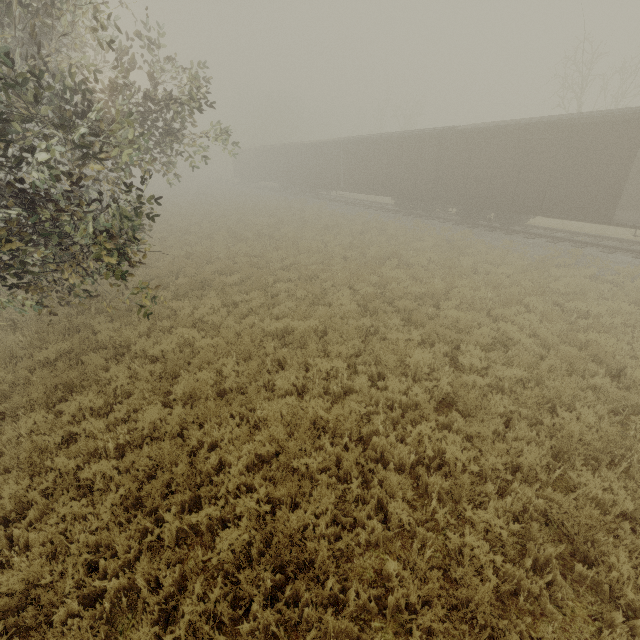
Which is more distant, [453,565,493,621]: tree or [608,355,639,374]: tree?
[608,355,639,374]: tree

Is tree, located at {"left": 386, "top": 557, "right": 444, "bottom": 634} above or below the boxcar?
below

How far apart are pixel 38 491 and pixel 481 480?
6.9m

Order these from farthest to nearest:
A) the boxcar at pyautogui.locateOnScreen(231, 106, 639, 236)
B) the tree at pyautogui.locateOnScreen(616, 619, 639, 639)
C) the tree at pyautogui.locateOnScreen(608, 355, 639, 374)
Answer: the boxcar at pyautogui.locateOnScreen(231, 106, 639, 236), the tree at pyautogui.locateOnScreen(608, 355, 639, 374), the tree at pyautogui.locateOnScreen(616, 619, 639, 639)

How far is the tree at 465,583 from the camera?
3.4 meters

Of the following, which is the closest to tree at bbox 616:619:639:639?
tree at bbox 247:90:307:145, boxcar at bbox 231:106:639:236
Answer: boxcar at bbox 231:106:639:236

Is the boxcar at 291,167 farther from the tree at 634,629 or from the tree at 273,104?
the tree at 273,104
